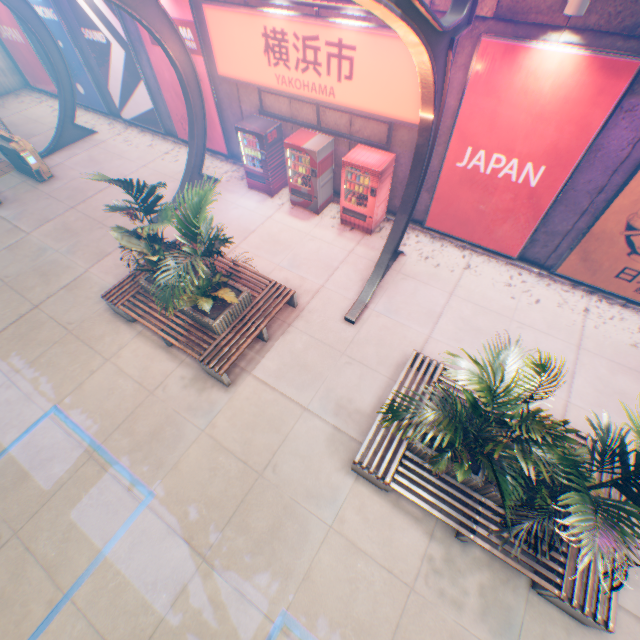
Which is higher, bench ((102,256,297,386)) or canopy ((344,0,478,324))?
canopy ((344,0,478,324))

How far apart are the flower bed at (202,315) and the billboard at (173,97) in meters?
6.5 m

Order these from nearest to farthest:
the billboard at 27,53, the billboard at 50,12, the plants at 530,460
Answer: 1. the plants at 530,460
2. the billboard at 50,12
3. the billboard at 27,53

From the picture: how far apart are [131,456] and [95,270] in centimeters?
569cm

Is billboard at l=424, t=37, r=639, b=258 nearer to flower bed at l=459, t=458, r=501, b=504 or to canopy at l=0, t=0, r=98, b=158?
canopy at l=0, t=0, r=98, b=158

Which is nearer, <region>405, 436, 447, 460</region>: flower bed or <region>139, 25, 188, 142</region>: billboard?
<region>405, 436, 447, 460</region>: flower bed

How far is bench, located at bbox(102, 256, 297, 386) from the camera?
6.8m

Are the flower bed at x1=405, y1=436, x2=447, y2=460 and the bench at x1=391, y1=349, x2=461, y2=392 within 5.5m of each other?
yes
